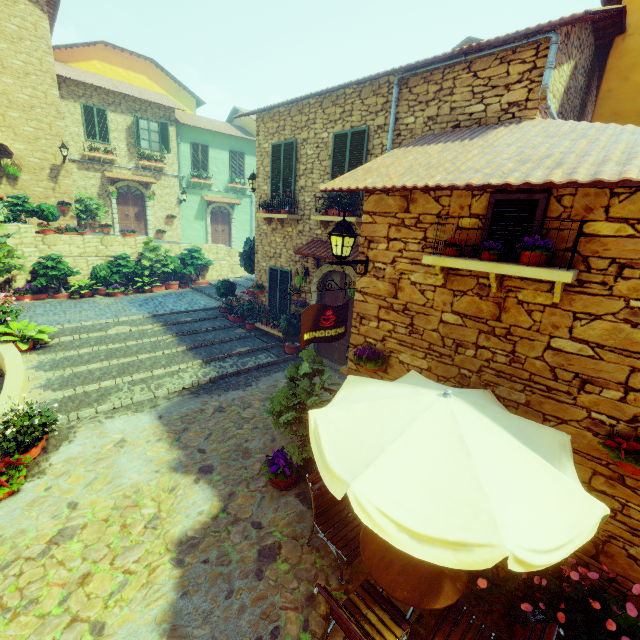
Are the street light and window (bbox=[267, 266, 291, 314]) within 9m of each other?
yes

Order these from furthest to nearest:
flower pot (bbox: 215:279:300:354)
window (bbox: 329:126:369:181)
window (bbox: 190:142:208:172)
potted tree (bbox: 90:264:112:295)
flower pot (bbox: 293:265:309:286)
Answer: window (bbox: 190:142:208:172)
potted tree (bbox: 90:264:112:295)
flower pot (bbox: 215:279:300:354)
flower pot (bbox: 293:265:309:286)
window (bbox: 329:126:369:181)

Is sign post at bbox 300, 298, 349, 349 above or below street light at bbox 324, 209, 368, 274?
below

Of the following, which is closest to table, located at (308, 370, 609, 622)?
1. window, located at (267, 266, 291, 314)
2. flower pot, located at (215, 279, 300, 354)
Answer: window, located at (267, 266, 291, 314)

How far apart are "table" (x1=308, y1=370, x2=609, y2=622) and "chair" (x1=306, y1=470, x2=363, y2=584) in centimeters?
119cm

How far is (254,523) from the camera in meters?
4.8 m

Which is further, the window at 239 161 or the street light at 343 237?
the window at 239 161

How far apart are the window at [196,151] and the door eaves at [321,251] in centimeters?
1437cm
